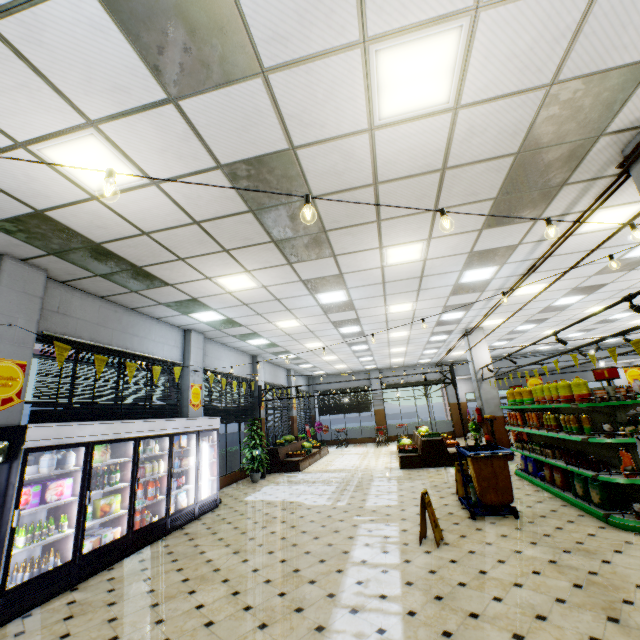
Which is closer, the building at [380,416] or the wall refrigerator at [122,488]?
the wall refrigerator at [122,488]

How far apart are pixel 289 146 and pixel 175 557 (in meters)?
6.59

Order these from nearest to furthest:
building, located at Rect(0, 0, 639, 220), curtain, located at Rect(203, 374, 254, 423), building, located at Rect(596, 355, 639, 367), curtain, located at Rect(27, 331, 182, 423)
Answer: building, located at Rect(0, 0, 639, 220)
curtain, located at Rect(27, 331, 182, 423)
curtain, located at Rect(203, 374, 254, 423)
building, located at Rect(596, 355, 639, 367)

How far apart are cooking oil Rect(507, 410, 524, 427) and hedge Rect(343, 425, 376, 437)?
13.7 meters

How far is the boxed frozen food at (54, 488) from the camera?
4.4 meters

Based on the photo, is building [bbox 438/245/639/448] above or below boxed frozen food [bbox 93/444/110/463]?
above

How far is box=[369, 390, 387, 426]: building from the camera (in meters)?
22.41

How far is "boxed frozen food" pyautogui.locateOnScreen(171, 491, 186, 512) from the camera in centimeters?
711cm
